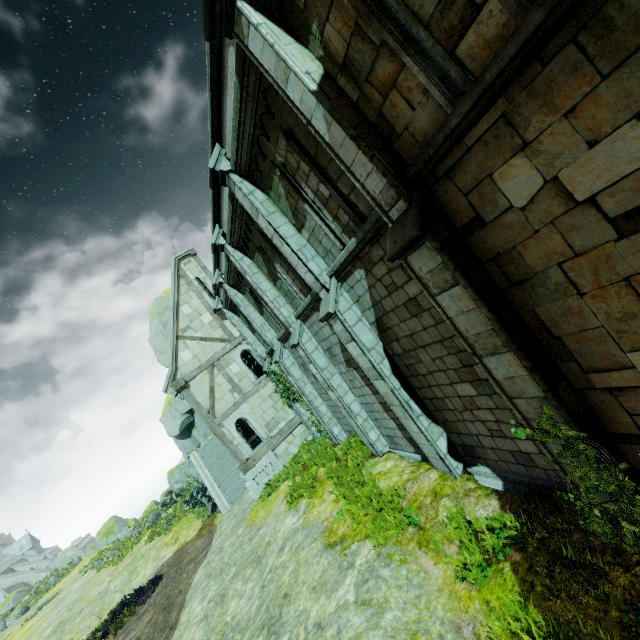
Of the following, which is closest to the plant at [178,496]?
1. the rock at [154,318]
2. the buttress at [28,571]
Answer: the rock at [154,318]

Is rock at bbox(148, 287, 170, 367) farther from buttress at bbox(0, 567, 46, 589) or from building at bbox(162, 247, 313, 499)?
building at bbox(162, 247, 313, 499)

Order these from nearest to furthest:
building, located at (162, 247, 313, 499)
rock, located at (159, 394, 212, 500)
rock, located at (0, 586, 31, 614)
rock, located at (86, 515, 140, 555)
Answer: building, located at (162, 247, 313, 499) → rock, located at (159, 394, 212, 500) → rock, located at (0, 586, 31, 614) → rock, located at (86, 515, 140, 555)

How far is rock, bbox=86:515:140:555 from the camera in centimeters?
4022cm

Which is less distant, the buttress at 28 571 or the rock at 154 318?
the rock at 154 318

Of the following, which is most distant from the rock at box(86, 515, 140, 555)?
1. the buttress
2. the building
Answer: the building

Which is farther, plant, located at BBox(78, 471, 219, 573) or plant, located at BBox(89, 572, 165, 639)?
plant, located at BBox(78, 471, 219, 573)

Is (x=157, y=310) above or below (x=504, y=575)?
above
